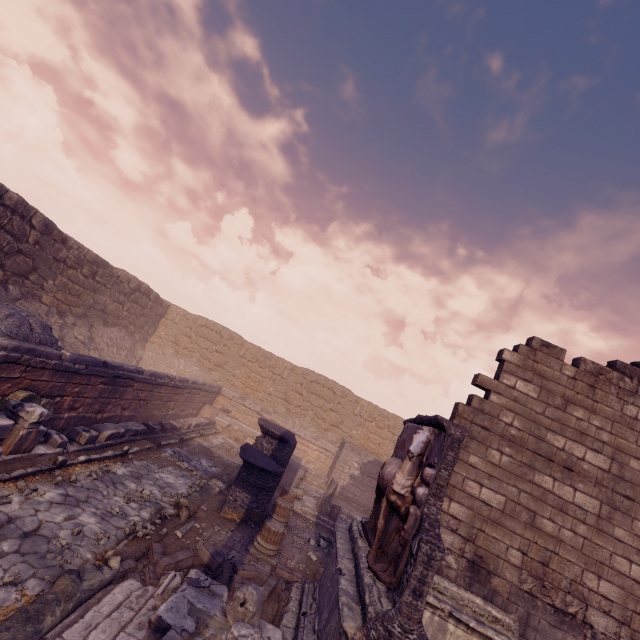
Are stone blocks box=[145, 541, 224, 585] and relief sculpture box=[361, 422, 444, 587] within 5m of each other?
yes

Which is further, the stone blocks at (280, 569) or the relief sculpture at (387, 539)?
the stone blocks at (280, 569)

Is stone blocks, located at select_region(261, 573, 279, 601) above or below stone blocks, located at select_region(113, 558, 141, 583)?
above

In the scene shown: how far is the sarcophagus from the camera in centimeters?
1299cm

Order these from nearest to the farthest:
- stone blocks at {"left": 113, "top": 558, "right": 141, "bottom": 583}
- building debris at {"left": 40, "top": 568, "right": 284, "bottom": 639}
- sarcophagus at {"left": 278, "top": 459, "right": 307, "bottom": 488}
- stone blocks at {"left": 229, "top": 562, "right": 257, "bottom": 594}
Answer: building debris at {"left": 40, "top": 568, "right": 284, "bottom": 639}, stone blocks at {"left": 113, "top": 558, "right": 141, "bottom": 583}, stone blocks at {"left": 229, "top": 562, "right": 257, "bottom": 594}, sarcophagus at {"left": 278, "top": 459, "right": 307, "bottom": 488}

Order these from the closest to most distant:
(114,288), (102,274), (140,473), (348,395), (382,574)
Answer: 1. (382,574)
2. (140,473)
3. (102,274)
4. (114,288)
5. (348,395)

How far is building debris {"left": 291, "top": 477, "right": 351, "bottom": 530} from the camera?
11.2 meters

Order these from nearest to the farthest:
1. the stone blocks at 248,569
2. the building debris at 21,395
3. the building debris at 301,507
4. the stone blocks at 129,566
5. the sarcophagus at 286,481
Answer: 1. the stone blocks at 129,566
2. the stone blocks at 248,569
3. the building debris at 21,395
4. the building debris at 301,507
5. the sarcophagus at 286,481
